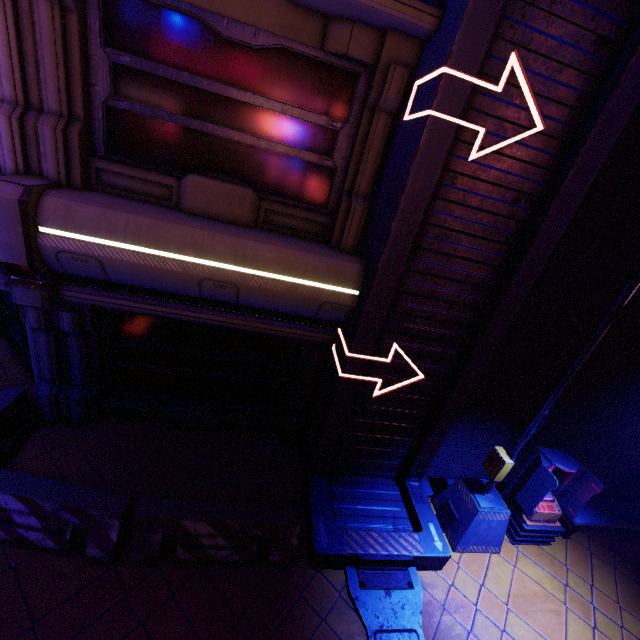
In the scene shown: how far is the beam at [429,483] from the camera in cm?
715

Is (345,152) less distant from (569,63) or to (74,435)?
(569,63)

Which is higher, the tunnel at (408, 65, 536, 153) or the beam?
the tunnel at (408, 65, 536, 153)

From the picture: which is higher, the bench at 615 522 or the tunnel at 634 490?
the bench at 615 522

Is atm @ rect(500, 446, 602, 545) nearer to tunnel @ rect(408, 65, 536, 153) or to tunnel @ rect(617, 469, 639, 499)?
tunnel @ rect(408, 65, 536, 153)

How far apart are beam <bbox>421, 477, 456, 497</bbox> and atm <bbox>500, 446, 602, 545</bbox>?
0.2 meters

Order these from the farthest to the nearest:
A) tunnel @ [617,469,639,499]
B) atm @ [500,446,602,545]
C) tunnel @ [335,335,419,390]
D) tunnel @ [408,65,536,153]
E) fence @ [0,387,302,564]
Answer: tunnel @ [617,469,639,499]
atm @ [500,446,602,545]
tunnel @ [335,335,419,390]
fence @ [0,387,302,564]
tunnel @ [408,65,536,153]

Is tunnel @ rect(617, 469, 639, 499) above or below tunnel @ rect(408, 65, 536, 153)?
below
